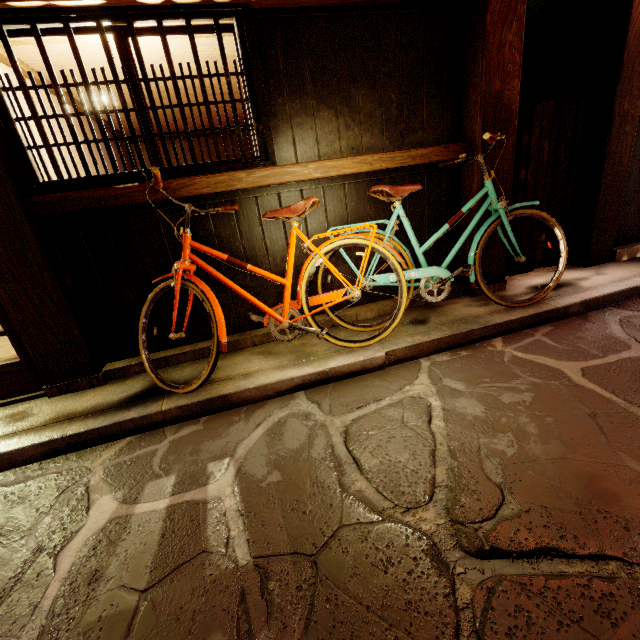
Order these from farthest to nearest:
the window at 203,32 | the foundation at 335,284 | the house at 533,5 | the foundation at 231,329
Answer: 1. the house at 533,5
2. the foundation at 335,284
3. the foundation at 231,329
4. the window at 203,32

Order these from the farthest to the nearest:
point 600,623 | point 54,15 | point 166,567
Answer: point 54,15 → point 166,567 → point 600,623

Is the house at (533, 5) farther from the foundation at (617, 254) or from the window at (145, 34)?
the window at (145, 34)

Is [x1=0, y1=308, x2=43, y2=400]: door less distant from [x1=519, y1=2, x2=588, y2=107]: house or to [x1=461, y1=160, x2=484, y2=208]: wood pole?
[x1=461, y1=160, x2=484, y2=208]: wood pole

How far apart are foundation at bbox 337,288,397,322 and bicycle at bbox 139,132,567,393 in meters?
0.1 m

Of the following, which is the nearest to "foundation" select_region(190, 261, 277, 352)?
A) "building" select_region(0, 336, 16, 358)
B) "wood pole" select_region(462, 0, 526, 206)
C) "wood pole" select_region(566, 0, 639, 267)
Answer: "wood pole" select_region(462, 0, 526, 206)

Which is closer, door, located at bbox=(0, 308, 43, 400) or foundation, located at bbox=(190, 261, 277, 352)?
door, located at bbox=(0, 308, 43, 400)
